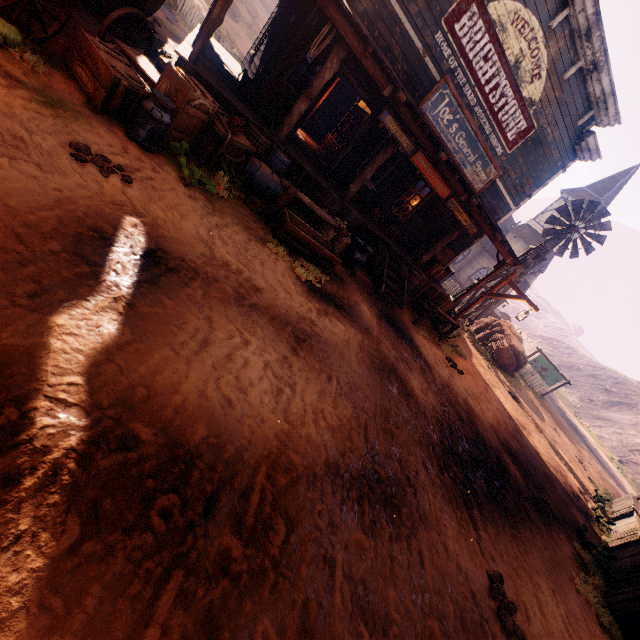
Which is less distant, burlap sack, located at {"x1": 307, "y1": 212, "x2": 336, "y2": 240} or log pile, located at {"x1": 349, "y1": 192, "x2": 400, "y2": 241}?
burlap sack, located at {"x1": 307, "y1": 212, "x2": 336, "y2": 240}

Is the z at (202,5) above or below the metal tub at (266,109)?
below

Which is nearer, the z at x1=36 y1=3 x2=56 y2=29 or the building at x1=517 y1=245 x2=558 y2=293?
the z at x1=36 y1=3 x2=56 y2=29

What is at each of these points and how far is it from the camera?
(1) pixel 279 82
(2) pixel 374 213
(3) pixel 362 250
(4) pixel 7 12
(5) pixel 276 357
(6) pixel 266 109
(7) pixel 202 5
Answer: (1) bp, 7.9 meters
(2) log pile, 11.2 meters
(3) milk container, 10.0 meters
(4) z, 4.3 meters
(5) z, 3.9 meters
(6) metal tub, 8.1 meters
(7) z, 22.4 meters

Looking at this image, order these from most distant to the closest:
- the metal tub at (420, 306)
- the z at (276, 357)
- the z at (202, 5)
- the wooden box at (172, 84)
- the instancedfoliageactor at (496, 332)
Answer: the z at (202, 5) → the instancedfoliageactor at (496, 332) → the metal tub at (420, 306) → the wooden box at (172, 84) → the z at (276, 357)

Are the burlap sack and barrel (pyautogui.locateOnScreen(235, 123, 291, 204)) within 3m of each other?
yes

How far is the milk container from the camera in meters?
9.3

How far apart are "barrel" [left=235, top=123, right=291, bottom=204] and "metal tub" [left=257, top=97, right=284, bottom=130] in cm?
120
